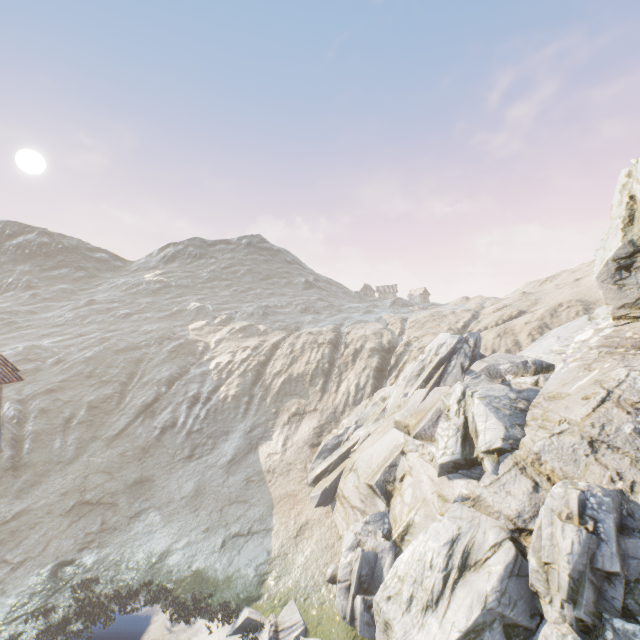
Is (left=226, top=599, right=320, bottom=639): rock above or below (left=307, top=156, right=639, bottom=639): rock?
below

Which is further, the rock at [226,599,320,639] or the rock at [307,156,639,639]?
the rock at [226,599,320,639]

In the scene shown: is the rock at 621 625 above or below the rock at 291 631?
above

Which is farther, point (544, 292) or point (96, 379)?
point (544, 292)

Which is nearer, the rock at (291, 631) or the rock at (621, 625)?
Result: the rock at (621, 625)
